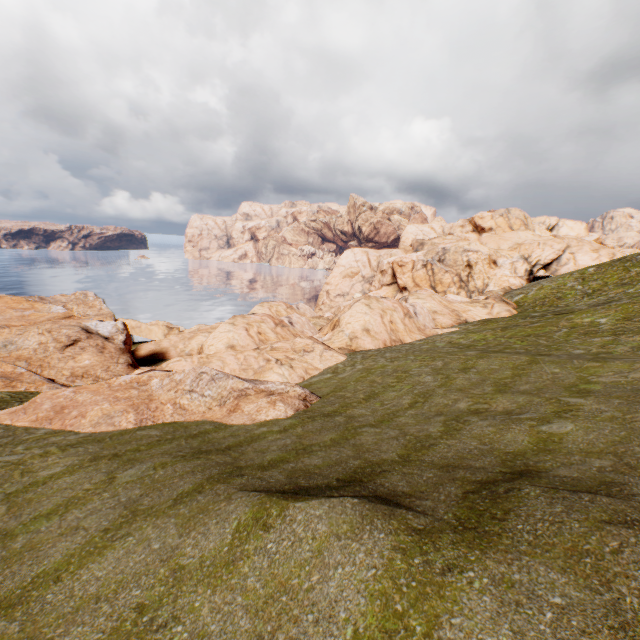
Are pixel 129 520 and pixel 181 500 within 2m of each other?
yes
